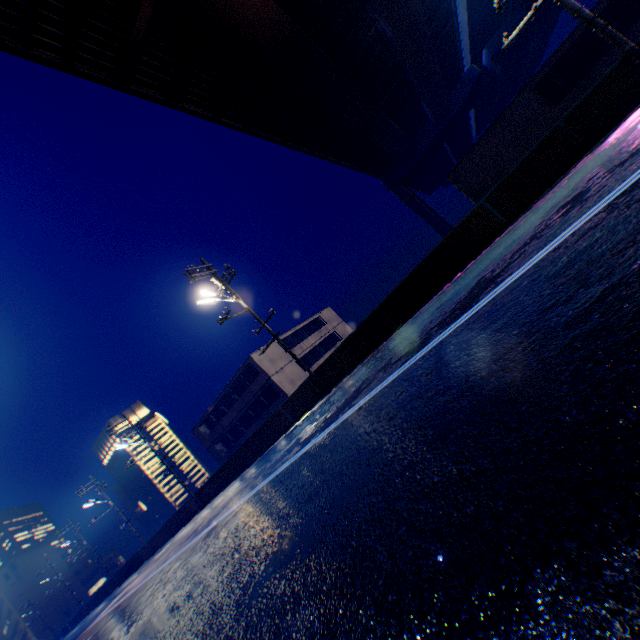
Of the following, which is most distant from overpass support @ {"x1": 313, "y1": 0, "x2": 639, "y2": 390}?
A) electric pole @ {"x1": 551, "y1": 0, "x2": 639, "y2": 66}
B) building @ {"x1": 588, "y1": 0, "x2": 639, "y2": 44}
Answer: building @ {"x1": 588, "y1": 0, "x2": 639, "y2": 44}

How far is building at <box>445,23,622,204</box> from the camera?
16.61m

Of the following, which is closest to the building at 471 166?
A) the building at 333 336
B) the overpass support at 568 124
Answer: the building at 333 336

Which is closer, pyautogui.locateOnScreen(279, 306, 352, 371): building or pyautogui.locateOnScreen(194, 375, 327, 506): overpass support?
pyautogui.locateOnScreen(194, 375, 327, 506): overpass support

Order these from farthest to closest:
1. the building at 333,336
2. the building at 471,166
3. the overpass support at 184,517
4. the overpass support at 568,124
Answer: the building at 333,336 → the overpass support at 184,517 → the building at 471,166 → the overpass support at 568,124

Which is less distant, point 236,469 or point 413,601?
point 413,601

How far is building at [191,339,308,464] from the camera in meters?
32.2 m

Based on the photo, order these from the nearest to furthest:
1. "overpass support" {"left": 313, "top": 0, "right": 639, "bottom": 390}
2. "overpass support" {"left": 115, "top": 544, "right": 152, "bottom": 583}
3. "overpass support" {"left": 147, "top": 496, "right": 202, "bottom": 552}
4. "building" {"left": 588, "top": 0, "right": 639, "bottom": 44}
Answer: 1. "overpass support" {"left": 313, "top": 0, "right": 639, "bottom": 390}
2. "building" {"left": 588, "top": 0, "right": 639, "bottom": 44}
3. "overpass support" {"left": 147, "top": 496, "right": 202, "bottom": 552}
4. "overpass support" {"left": 115, "top": 544, "right": 152, "bottom": 583}
